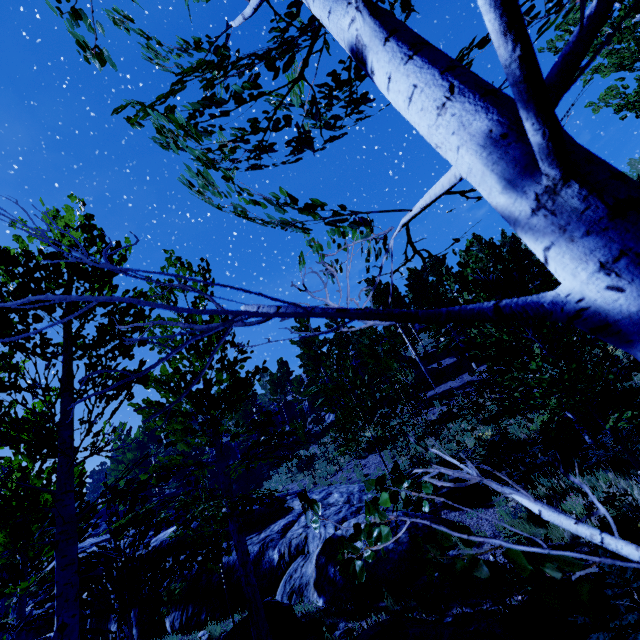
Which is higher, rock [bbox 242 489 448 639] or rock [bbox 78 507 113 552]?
rock [bbox 78 507 113 552]

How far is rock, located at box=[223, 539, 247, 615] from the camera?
10.28m

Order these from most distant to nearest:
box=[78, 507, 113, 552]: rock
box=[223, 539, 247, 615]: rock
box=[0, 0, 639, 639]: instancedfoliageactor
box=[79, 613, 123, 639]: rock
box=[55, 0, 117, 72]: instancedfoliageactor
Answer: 1. box=[78, 507, 113, 552]: rock
2. box=[79, 613, 123, 639]: rock
3. box=[223, 539, 247, 615]: rock
4. box=[55, 0, 117, 72]: instancedfoliageactor
5. box=[0, 0, 639, 639]: instancedfoliageactor

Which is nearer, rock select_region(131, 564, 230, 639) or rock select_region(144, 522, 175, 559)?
rock select_region(131, 564, 230, 639)

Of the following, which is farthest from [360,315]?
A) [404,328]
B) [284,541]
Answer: [404,328]

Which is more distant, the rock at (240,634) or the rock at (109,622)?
the rock at (109,622)

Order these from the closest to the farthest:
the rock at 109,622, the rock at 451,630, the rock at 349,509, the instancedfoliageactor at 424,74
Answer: the instancedfoliageactor at 424,74
the rock at 451,630
the rock at 349,509
the rock at 109,622
